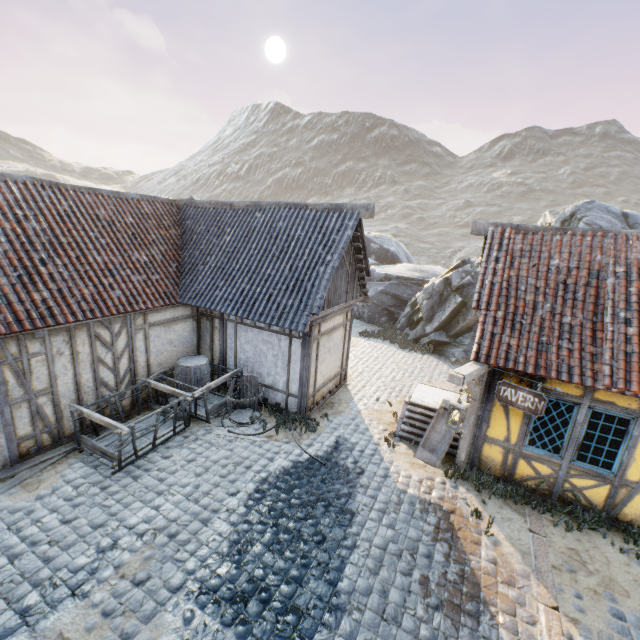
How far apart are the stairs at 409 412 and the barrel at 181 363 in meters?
5.7

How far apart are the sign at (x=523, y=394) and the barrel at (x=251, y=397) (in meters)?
5.69

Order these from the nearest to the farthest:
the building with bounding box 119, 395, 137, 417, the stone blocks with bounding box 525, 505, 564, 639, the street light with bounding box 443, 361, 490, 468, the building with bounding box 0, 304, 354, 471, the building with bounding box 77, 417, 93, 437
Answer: the stone blocks with bounding box 525, 505, 564, 639 < the street light with bounding box 443, 361, 490, 468 < the building with bounding box 0, 304, 354, 471 < the building with bounding box 77, 417, 93, 437 < the building with bounding box 119, 395, 137, 417

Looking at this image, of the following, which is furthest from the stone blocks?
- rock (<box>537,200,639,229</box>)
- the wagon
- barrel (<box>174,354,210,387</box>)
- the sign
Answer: barrel (<box>174,354,210,387</box>)

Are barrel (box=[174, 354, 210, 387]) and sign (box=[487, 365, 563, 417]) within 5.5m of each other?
no

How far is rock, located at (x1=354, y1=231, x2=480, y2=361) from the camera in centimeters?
1535cm

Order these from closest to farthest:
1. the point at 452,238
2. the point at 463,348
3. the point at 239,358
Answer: the point at 239,358, the point at 463,348, the point at 452,238

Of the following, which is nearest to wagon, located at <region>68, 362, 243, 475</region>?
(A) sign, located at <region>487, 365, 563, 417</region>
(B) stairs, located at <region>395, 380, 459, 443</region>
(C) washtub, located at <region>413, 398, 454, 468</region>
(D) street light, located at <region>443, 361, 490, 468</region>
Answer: (B) stairs, located at <region>395, 380, 459, 443</region>
